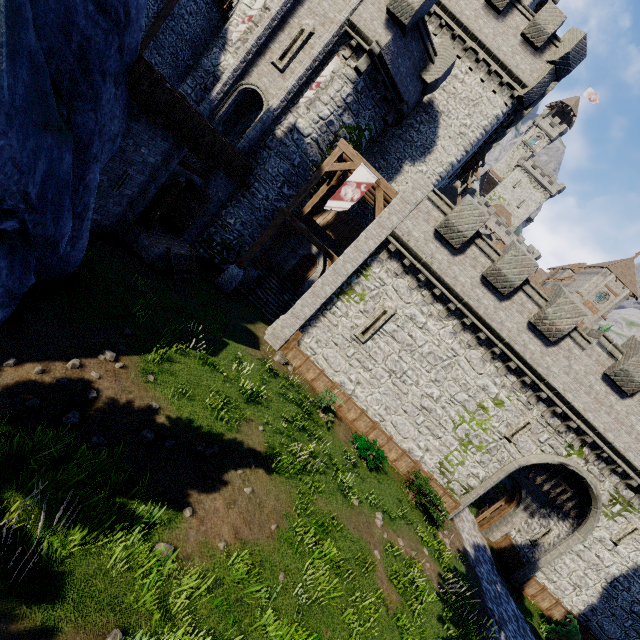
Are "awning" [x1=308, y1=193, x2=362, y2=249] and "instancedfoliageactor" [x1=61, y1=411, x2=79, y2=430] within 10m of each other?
no

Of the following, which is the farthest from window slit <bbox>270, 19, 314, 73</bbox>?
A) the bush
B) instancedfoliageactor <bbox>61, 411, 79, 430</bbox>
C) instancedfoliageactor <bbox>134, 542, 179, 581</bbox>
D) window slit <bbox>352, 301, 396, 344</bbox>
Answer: the bush

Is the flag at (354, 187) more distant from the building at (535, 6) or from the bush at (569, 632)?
the bush at (569, 632)

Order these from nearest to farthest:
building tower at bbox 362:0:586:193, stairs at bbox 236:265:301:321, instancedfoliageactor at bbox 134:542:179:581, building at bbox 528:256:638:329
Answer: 1. instancedfoliageactor at bbox 134:542:179:581
2. building tower at bbox 362:0:586:193
3. stairs at bbox 236:265:301:321
4. building at bbox 528:256:638:329

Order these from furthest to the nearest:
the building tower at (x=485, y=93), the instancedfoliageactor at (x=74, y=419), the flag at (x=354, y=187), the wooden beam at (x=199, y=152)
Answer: the building tower at (x=485, y=93), the flag at (x=354, y=187), the wooden beam at (x=199, y=152), the instancedfoliageactor at (x=74, y=419)

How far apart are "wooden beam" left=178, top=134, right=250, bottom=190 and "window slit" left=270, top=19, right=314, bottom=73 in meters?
6.6

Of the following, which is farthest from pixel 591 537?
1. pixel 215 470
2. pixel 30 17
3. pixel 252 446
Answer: pixel 30 17

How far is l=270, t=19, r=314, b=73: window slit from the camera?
16.41m
